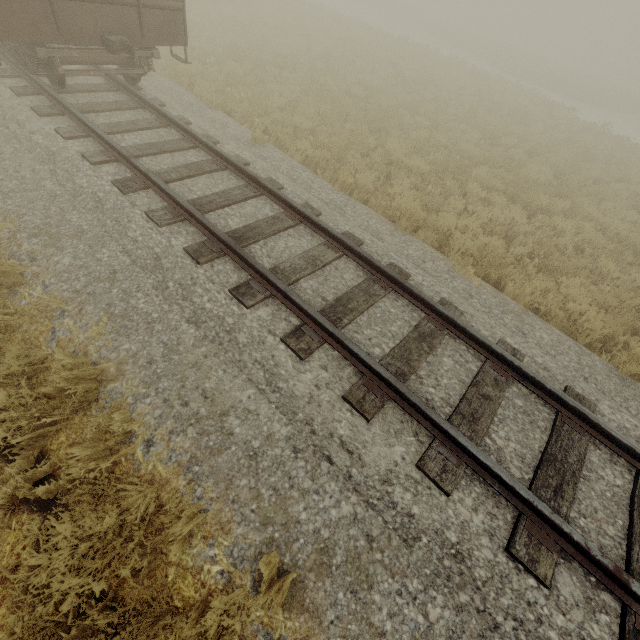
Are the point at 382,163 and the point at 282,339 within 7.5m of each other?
yes
